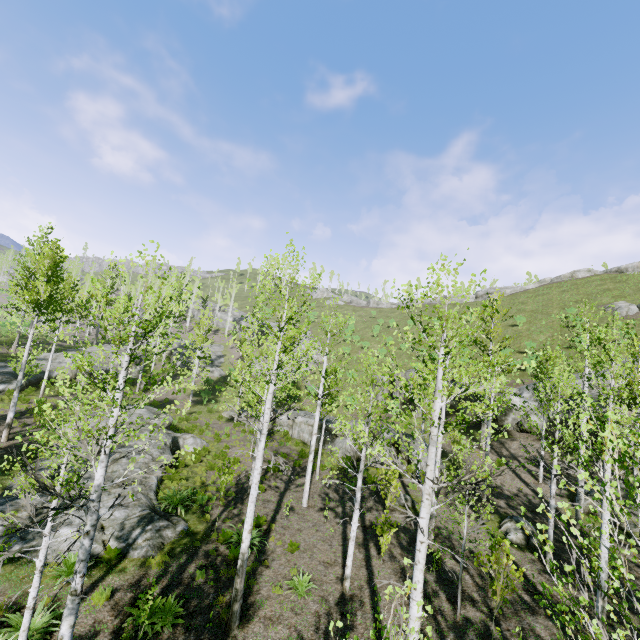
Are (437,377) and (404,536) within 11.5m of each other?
yes

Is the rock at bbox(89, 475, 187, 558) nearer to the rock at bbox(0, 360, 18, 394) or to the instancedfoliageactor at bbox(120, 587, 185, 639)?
the instancedfoliageactor at bbox(120, 587, 185, 639)

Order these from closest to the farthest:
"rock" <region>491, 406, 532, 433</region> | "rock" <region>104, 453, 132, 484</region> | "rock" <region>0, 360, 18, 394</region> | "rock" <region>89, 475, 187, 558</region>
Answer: "rock" <region>89, 475, 187, 558</region>, "rock" <region>104, 453, 132, 484</region>, "rock" <region>0, 360, 18, 394</region>, "rock" <region>491, 406, 532, 433</region>

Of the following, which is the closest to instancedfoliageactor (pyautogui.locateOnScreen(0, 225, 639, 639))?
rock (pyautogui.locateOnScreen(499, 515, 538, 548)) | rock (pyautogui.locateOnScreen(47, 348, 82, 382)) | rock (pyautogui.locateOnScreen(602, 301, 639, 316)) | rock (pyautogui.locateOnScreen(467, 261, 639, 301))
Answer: rock (pyautogui.locateOnScreen(47, 348, 82, 382))

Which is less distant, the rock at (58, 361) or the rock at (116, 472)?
the rock at (116, 472)

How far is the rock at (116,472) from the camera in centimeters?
1426cm

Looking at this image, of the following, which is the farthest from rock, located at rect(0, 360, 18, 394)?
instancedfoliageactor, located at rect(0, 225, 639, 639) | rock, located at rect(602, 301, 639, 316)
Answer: rock, located at rect(602, 301, 639, 316)

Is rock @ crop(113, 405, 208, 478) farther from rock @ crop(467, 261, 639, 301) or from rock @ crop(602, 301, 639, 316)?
rock @ crop(467, 261, 639, 301)
